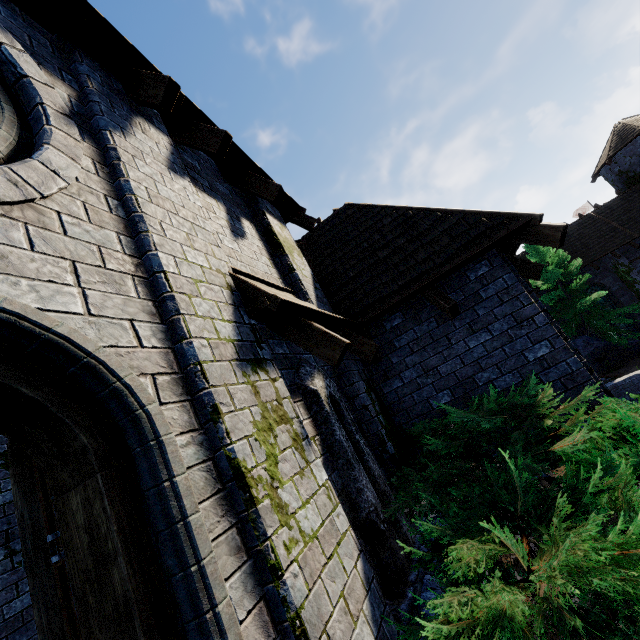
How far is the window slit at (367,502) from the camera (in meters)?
3.09

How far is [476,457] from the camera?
3.65m

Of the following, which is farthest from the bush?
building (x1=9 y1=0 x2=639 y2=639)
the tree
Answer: the tree

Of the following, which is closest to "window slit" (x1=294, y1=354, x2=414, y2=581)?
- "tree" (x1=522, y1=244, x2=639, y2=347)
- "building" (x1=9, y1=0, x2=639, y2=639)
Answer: "building" (x1=9, y1=0, x2=639, y2=639)

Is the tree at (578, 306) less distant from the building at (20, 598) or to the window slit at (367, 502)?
the building at (20, 598)

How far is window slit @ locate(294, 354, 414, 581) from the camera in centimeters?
309cm

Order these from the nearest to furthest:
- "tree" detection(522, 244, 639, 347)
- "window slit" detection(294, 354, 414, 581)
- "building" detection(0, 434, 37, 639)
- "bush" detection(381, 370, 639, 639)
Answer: "bush" detection(381, 370, 639, 639)
"window slit" detection(294, 354, 414, 581)
"building" detection(0, 434, 37, 639)
"tree" detection(522, 244, 639, 347)

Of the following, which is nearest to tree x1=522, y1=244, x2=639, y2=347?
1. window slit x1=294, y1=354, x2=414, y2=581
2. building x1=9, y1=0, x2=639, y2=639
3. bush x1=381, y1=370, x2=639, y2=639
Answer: building x1=9, y1=0, x2=639, y2=639
